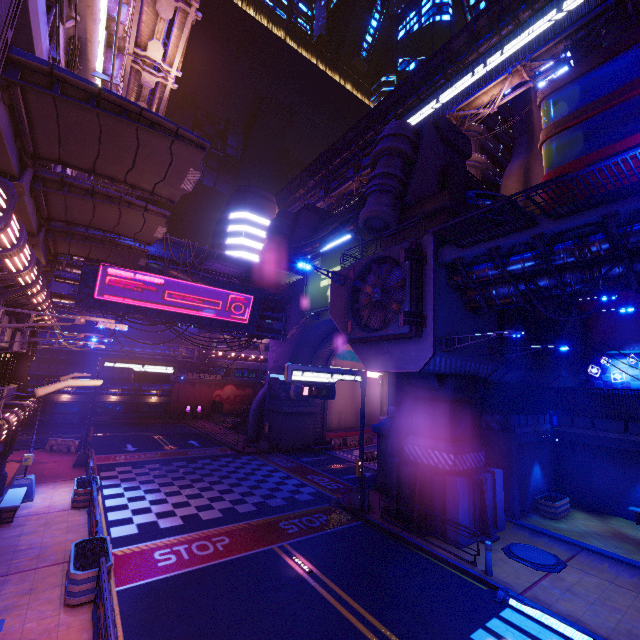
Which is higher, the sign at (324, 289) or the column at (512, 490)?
the sign at (324, 289)

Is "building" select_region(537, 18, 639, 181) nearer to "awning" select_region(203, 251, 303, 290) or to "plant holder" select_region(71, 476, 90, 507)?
"awning" select_region(203, 251, 303, 290)

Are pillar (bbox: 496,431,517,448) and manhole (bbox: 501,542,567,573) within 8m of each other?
yes

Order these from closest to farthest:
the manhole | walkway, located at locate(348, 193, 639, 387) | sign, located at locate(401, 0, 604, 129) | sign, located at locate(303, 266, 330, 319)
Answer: walkway, located at locate(348, 193, 639, 387) → the manhole → sign, located at locate(303, 266, 330, 319) → sign, located at locate(401, 0, 604, 129)

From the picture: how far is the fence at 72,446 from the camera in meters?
24.6 m

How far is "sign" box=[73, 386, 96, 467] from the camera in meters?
21.2 m

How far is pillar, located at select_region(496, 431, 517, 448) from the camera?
17.1 meters

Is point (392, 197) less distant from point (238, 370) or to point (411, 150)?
Result: point (411, 150)
